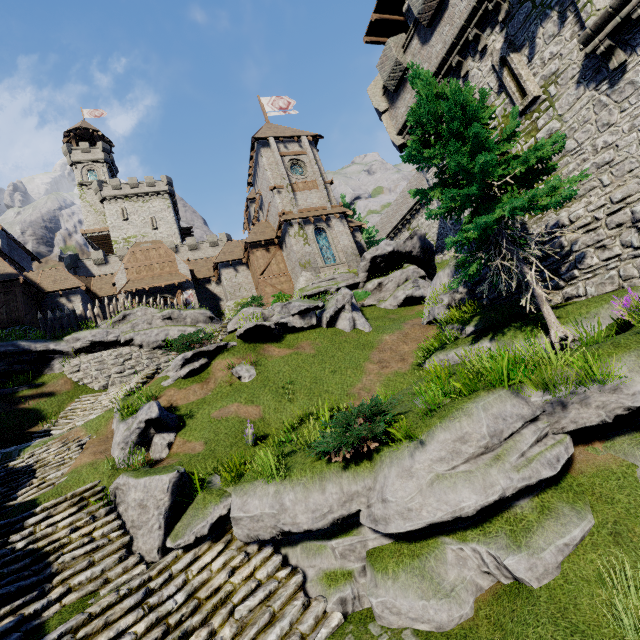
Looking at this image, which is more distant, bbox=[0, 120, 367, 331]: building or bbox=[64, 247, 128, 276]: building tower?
bbox=[64, 247, 128, 276]: building tower

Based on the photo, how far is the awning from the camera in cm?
2864

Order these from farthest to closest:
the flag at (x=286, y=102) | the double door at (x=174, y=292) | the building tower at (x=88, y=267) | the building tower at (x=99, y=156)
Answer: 1. the building tower at (x=99, y=156)
2. the building tower at (x=88, y=267)
3. the flag at (x=286, y=102)
4. the double door at (x=174, y=292)

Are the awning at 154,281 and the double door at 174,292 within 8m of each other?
yes

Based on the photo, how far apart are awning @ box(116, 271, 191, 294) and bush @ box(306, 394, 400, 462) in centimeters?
2580cm

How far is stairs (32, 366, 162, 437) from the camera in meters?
14.4

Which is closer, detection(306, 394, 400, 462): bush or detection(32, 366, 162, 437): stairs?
detection(306, 394, 400, 462): bush

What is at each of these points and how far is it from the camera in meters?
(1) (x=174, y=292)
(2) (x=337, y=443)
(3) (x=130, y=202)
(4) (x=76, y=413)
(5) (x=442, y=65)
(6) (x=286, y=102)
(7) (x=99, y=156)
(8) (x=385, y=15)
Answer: (1) double door, 30.5
(2) bush, 6.6
(3) building, 52.2
(4) stairs, 16.0
(5) building tower, 13.8
(6) flag, 36.8
(7) building tower, 55.3
(8) walkway, 22.1
